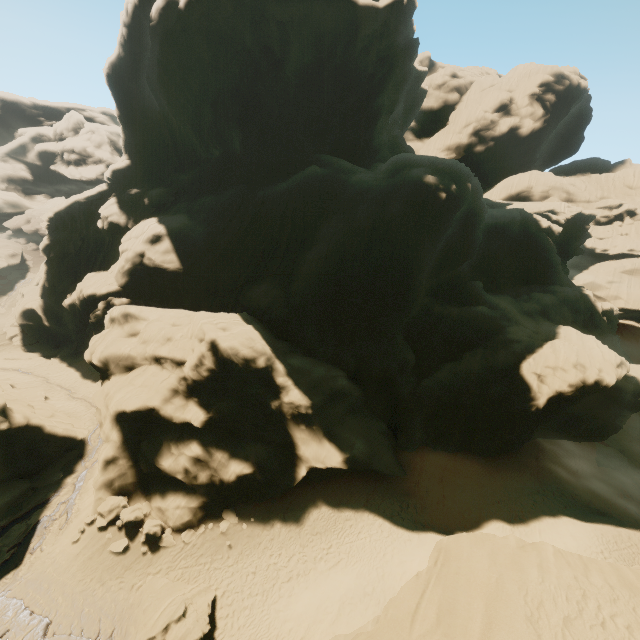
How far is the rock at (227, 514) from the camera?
21.39m

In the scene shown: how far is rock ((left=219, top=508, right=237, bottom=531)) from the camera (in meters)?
21.39

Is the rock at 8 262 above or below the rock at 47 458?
above

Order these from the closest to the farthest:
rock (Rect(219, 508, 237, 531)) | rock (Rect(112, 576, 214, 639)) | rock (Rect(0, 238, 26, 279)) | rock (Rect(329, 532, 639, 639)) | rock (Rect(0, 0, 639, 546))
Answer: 1. rock (Rect(329, 532, 639, 639))
2. rock (Rect(112, 576, 214, 639))
3. rock (Rect(219, 508, 237, 531))
4. rock (Rect(0, 0, 639, 546))
5. rock (Rect(0, 238, 26, 279))

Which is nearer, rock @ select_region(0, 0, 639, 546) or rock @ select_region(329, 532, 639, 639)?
rock @ select_region(329, 532, 639, 639)

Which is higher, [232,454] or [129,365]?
[129,365]

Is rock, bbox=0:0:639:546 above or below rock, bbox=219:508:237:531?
above
